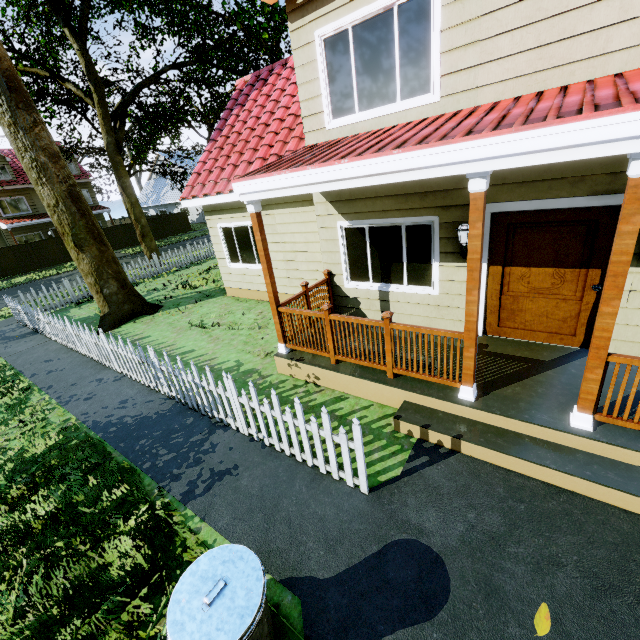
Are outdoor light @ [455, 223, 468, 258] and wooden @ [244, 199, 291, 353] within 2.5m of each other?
no

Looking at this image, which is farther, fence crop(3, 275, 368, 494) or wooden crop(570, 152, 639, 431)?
fence crop(3, 275, 368, 494)

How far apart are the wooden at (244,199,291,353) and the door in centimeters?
348cm

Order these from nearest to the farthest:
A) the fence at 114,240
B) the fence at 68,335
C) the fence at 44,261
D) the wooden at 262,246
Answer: the fence at 68,335 → the wooden at 262,246 → the fence at 44,261 → the fence at 114,240

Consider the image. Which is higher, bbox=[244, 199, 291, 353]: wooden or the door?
bbox=[244, 199, 291, 353]: wooden

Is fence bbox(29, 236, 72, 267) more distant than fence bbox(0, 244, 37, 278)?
Yes

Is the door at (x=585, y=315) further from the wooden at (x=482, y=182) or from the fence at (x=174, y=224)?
the fence at (x=174, y=224)

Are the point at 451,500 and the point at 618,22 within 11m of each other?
yes
